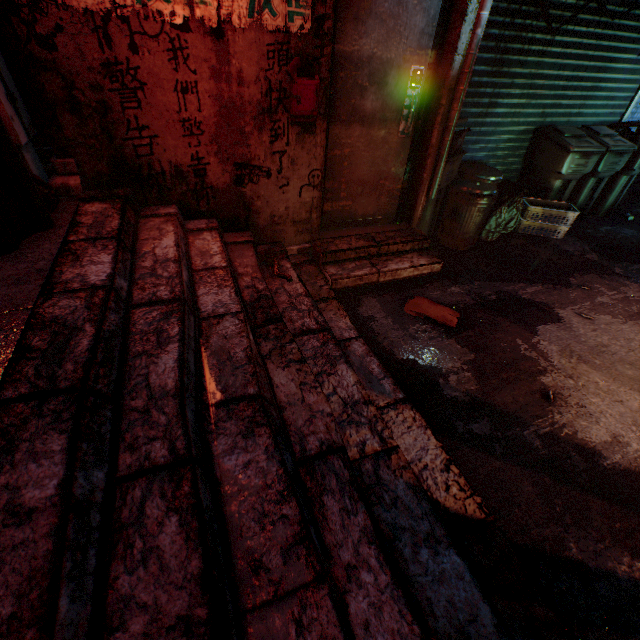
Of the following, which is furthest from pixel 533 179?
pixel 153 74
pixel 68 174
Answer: pixel 68 174

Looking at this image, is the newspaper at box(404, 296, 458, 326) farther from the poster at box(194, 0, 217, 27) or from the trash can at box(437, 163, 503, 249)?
the poster at box(194, 0, 217, 27)

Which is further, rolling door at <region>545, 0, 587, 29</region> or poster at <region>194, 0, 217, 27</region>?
rolling door at <region>545, 0, 587, 29</region>

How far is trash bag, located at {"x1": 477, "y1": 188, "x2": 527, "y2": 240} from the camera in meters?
3.6

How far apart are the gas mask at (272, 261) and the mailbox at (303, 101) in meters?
1.0

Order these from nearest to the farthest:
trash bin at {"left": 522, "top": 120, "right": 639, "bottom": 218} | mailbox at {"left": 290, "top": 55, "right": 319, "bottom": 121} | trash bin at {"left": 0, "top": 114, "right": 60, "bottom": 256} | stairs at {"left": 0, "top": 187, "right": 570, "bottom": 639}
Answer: stairs at {"left": 0, "top": 187, "right": 570, "bottom": 639} → trash bin at {"left": 0, "top": 114, "right": 60, "bottom": 256} → mailbox at {"left": 290, "top": 55, "right": 319, "bottom": 121} → trash bin at {"left": 522, "top": 120, "right": 639, "bottom": 218}

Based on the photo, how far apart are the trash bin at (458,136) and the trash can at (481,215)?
0.0 meters

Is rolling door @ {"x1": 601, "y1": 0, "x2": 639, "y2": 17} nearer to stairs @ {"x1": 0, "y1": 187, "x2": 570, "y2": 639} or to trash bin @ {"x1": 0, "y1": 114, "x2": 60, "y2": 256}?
stairs @ {"x1": 0, "y1": 187, "x2": 570, "y2": 639}
